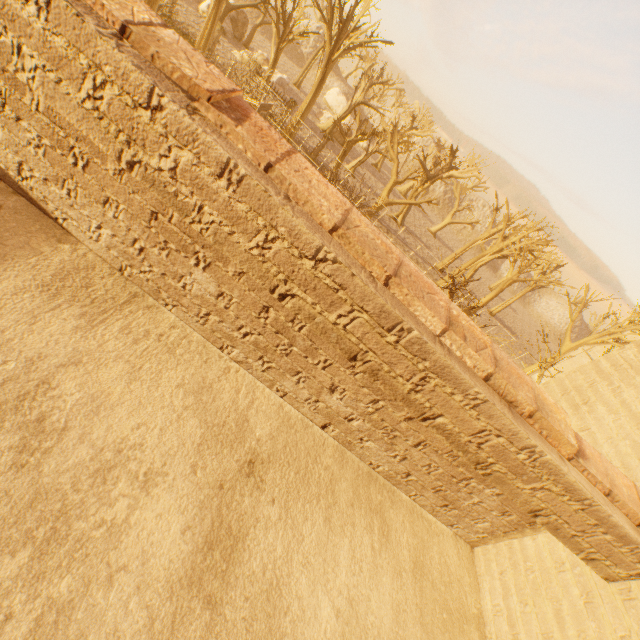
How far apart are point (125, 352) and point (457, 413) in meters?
1.6 m

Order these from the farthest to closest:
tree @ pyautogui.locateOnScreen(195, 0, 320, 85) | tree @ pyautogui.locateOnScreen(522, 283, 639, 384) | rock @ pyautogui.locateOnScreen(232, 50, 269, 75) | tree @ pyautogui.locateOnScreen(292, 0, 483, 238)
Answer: rock @ pyautogui.locateOnScreen(232, 50, 269, 75)
tree @ pyautogui.locateOnScreen(292, 0, 483, 238)
tree @ pyautogui.locateOnScreen(195, 0, 320, 85)
tree @ pyautogui.locateOnScreen(522, 283, 639, 384)

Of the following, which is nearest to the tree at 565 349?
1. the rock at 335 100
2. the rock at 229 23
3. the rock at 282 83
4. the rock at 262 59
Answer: the rock at 229 23

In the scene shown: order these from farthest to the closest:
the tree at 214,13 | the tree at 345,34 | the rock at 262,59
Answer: the rock at 262,59 < the tree at 345,34 < the tree at 214,13

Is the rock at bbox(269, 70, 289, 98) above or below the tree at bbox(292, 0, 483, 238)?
below

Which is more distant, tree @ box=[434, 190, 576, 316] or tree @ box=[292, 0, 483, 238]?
tree @ box=[292, 0, 483, 238]

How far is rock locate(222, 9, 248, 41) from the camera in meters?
36.4
